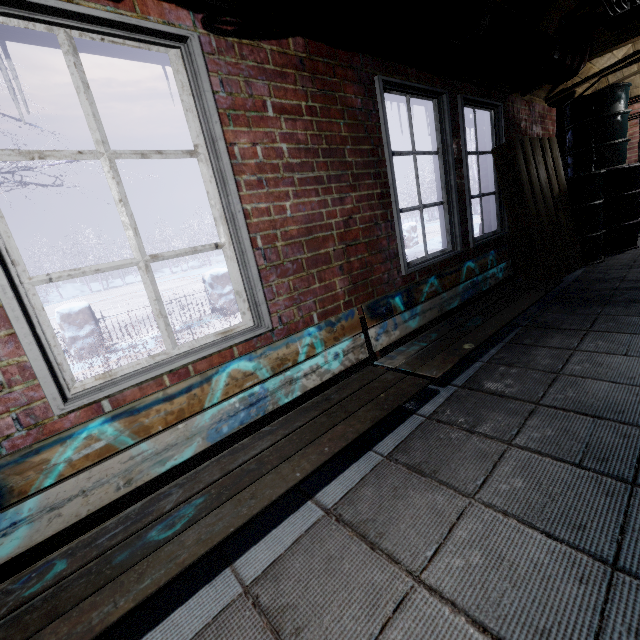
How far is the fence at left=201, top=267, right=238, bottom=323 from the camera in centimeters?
621cm

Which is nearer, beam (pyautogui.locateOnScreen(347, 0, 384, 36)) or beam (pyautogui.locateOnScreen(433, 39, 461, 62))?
beam (pyautogui.locateOnScreen(347, 0, 384, 36))

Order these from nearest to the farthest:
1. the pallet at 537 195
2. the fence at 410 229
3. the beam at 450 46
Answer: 1. the beam at 450 46
2. the pallet at 537 195
3. the fence at 410 229

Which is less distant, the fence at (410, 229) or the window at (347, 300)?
the window at (347, 300)

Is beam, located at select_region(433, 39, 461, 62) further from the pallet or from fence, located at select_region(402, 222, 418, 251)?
fence, located at select_region(402, 222, 418, 251)

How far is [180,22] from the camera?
1.3m

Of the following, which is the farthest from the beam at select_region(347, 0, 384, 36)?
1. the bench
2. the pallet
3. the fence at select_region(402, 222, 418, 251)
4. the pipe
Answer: the fence at select_region(402, 222, 418, 251)

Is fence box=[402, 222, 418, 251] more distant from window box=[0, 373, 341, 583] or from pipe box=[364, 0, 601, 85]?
pipe box=[364, 0, 601, 85]
